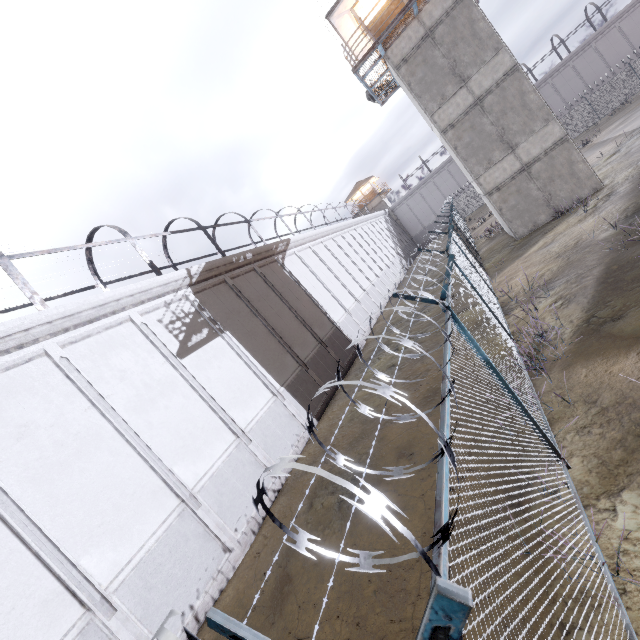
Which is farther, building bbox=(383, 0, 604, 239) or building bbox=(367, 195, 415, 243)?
building bbox=(367, 195, 415, 243)

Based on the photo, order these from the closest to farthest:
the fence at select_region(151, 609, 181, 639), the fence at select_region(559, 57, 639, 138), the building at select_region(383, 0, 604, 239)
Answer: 1. the fence at select_region(151, 609, 181, 639)
2. the building at select_region(383, 0, 604, 239)
3. the fence at select_region(559, 57, 639, 138)

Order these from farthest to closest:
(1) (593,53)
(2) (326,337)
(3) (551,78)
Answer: (3) (551,78) < (1) (593,53) < (2) (326,337)

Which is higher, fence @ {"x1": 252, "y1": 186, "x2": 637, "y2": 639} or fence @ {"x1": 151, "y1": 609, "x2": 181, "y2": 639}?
fence @ {"x1": 151, "y1": 609, "x2": 181, "y2": 639}

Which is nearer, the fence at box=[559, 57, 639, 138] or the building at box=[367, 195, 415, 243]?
the fence at box=[559, 57, 639, 138]

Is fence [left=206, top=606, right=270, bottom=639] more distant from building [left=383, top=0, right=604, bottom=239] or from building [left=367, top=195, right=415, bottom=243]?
building [left=367, top=195, right=415, bottom=243]

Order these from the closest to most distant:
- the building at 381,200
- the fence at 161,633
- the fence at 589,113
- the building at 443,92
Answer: the fence at 161,633 → the building at 443,92 → the fence at 589,113 → the building at 381,200

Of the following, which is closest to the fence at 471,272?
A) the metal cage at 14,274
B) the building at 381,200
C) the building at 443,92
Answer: the building at 443,92
